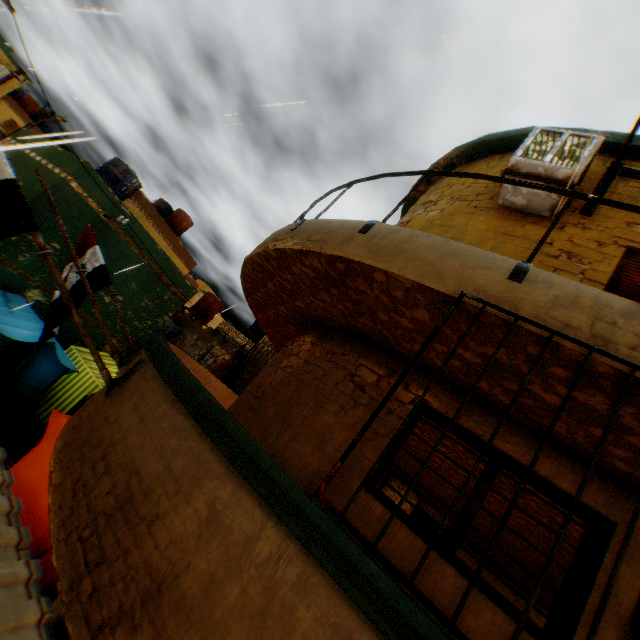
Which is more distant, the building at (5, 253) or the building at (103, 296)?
the building at (103, 296)

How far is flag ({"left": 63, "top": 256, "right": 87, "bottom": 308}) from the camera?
5.57m

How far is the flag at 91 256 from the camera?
5.6 meters

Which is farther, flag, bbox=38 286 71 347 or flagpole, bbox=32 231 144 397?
flag, bbox=38 286 71 347

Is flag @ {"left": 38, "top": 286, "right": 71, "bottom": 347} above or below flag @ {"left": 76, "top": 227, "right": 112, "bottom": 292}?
below

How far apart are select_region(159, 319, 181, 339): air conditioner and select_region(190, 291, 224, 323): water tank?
2.50m

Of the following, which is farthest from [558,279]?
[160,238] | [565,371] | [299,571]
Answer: [160,238]

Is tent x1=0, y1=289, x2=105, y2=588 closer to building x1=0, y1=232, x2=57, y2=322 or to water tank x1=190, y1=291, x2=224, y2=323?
building x1=0, y1=232, x2=57, y2=322
